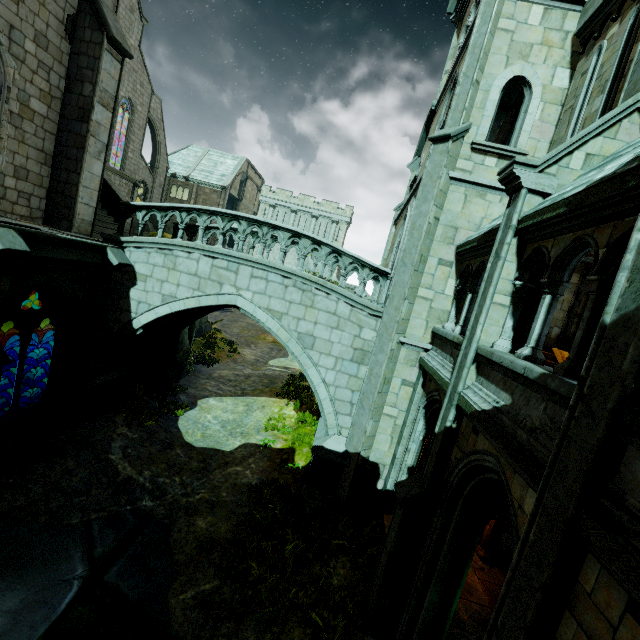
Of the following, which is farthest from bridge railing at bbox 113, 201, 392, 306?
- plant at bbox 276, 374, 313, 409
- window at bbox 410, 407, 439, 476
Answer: plant at bbox 276, 374, 313, 409

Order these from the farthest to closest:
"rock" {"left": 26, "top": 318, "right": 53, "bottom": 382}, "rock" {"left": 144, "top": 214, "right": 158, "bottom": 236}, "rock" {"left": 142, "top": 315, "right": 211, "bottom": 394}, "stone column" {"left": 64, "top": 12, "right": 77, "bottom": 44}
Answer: "rock" {"left": 144, "top": 214, "right": 158, "bottom": 236}
"rock" {"left": 26, "top": 318, "right": 53, "bottom": 382}
"rock" {"left": 142, "top": 315, "right": 211, "bottom": 394}
"stone column" {"left": 64, "top": 12, "right": 77, "bottom": 44}

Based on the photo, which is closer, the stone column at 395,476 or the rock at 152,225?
the stone column at 395,476

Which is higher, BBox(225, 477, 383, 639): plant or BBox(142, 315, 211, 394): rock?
Answer: BBox(142, 315, 211, 394): rock

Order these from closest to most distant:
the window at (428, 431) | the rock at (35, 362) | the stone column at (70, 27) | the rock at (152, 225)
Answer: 1. the window at (428, 431)
2. the stone column at (70, 27)
3. the rock at (35, 362)
4. the rock at (152, 225)

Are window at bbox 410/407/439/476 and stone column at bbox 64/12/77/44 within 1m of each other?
no

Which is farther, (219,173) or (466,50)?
(219,173)

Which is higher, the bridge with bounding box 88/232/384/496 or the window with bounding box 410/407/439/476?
the window with bounding box 410/407/439/476
